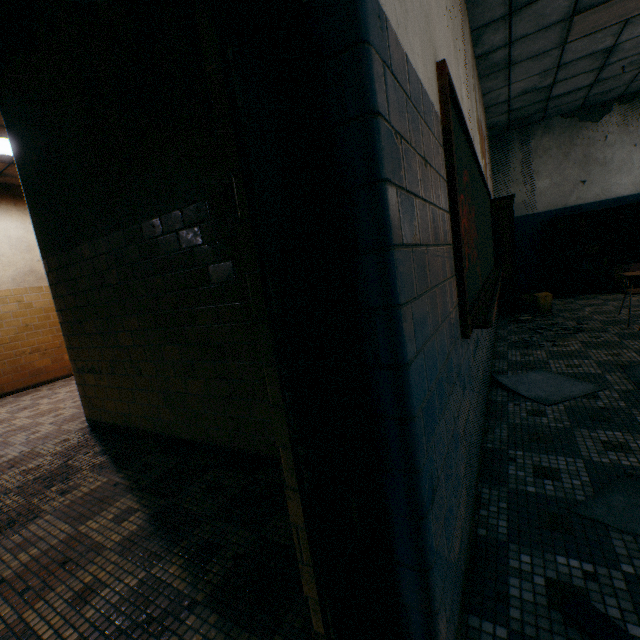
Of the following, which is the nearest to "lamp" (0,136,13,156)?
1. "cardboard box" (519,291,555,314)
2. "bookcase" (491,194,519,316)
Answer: "bookcase" (491,194,519,316)

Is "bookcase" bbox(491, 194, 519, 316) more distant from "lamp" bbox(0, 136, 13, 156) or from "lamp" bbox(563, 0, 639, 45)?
"lamp" bbox(0, 136, 13, 156)

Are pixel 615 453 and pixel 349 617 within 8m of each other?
yes

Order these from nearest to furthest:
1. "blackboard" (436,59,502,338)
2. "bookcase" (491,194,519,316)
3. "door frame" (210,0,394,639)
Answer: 1. "door frame" (210,0,394,639)
2. "blackboard" (436,59,502,338)
3. "bookcase" (491,194,519,316)

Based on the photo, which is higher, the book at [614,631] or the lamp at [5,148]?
the lamp at [5,148]

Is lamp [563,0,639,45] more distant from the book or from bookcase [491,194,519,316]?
the book

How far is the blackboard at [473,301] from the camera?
1.5m

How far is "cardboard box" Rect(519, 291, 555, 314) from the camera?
5.85m
